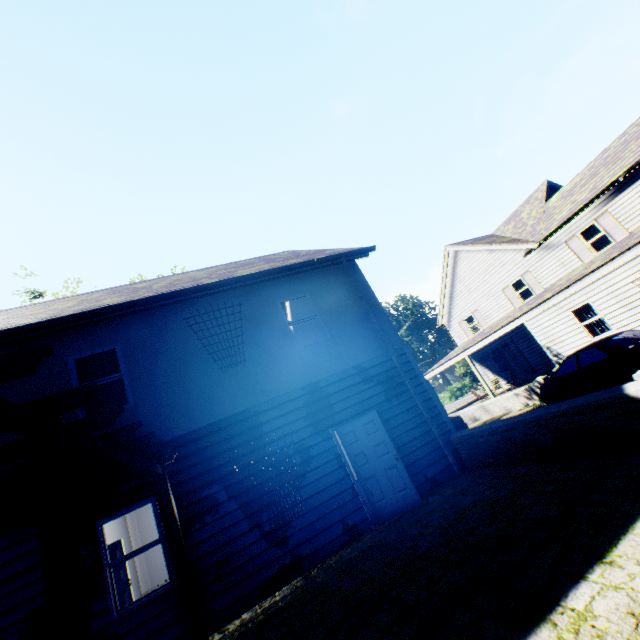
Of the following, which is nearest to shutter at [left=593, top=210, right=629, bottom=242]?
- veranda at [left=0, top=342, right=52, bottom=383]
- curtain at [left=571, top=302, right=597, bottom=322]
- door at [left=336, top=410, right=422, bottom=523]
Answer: curtain at [left=571, top=302, right=597, bottom=322]

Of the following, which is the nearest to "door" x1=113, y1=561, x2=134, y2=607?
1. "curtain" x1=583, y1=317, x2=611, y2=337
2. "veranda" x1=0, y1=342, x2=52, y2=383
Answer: "veranda" x1=0, y1=342, x2=52, y2=383

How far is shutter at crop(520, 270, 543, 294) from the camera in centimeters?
2009cm

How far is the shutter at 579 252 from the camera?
17.33m

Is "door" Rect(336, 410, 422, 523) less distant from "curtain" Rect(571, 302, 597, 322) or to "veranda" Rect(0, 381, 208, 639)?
"veranda" Rect(0, 381, 208, 639)

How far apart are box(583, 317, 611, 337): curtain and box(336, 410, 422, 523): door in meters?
12.3

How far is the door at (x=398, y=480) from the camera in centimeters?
711cm

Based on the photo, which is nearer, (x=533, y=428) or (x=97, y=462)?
(x=97, y=462)
